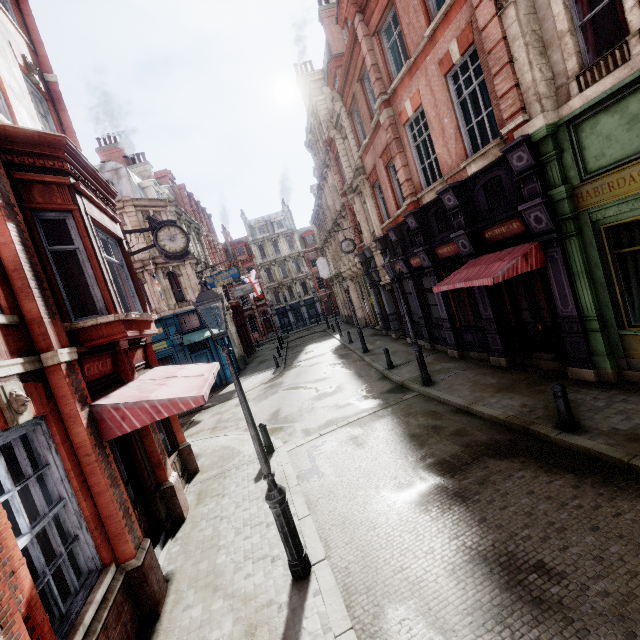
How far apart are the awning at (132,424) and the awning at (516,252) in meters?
7.0

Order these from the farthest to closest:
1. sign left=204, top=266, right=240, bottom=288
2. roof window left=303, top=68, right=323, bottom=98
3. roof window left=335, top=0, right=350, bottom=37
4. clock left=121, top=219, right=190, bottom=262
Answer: roof window left=303, top=68, right=323, bottom=98
sign left=204, top=266, right=240, bottom=288
roof window left=335, top=0, right=350, bottom=37
clock left=121, top=219, right=190, bottom=262

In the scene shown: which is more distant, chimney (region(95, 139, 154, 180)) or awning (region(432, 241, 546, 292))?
chimney (region(95, 139, 154, 180))

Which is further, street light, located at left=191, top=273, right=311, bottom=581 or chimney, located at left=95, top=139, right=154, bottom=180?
chimney, located at left=95, top=139, right=154, bottom=180

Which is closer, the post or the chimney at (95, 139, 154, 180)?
the post

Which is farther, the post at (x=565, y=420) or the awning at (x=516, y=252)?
the awning at (x=516, y=252)

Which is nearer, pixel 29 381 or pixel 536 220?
pixel 29 381

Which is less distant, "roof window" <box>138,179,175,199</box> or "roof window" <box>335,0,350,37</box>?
"roof window" <box>335,0,350,37</box>
